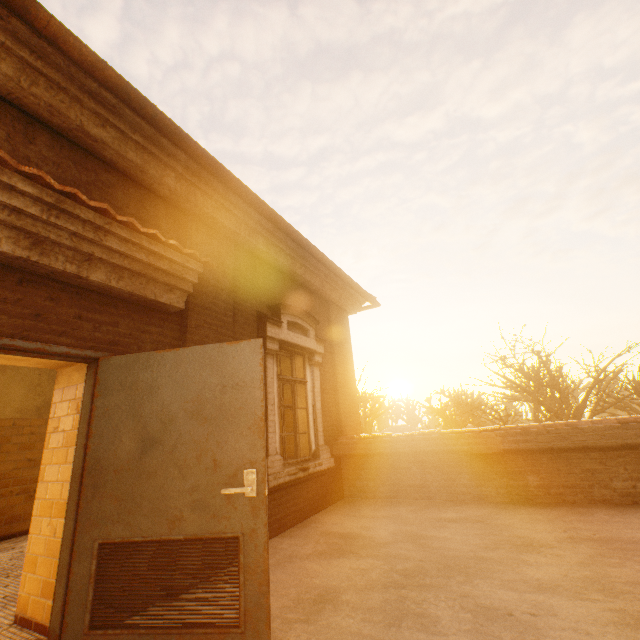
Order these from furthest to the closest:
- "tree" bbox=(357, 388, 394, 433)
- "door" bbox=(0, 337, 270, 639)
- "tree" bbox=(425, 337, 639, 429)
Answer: "tree" bbox=(357, 388, 394, 433) → "tree" bbox=(425, 337, 639, 429) → "door" bbox=(0, 337, 270, 639)

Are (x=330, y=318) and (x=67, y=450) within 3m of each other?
no

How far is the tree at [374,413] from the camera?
18.7m

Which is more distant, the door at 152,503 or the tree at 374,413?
the tree at 374,413

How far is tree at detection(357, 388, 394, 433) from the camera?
18.7m

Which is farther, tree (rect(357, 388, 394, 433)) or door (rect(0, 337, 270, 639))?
tree (rect(357, 388, 394, 433))

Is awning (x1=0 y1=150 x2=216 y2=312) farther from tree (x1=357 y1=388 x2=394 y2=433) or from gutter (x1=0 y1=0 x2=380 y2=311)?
tree (x1=357 y1=388 x2=394 y2=433)

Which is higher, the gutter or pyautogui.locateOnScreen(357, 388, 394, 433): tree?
the gutter
